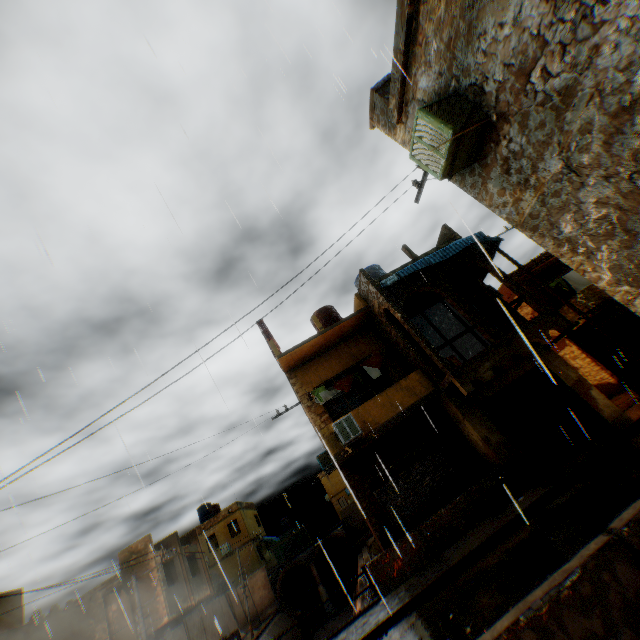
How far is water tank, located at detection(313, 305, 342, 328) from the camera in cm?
1747

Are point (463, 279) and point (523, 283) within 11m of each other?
yes

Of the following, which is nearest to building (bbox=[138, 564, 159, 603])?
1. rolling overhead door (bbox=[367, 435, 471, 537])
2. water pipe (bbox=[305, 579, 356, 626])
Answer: rolling overhead door (bbox=[367, 435, 471, 537])

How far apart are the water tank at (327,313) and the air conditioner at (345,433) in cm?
573

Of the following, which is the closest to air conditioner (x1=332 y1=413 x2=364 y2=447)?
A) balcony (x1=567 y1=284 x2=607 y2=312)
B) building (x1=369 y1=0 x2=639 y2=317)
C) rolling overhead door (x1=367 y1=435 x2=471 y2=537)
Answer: building (x1=369 y1=0 x2=639 y2=317)

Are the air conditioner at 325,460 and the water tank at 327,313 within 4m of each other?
no

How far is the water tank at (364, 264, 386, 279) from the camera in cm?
1548

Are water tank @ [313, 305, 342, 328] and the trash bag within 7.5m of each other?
no
